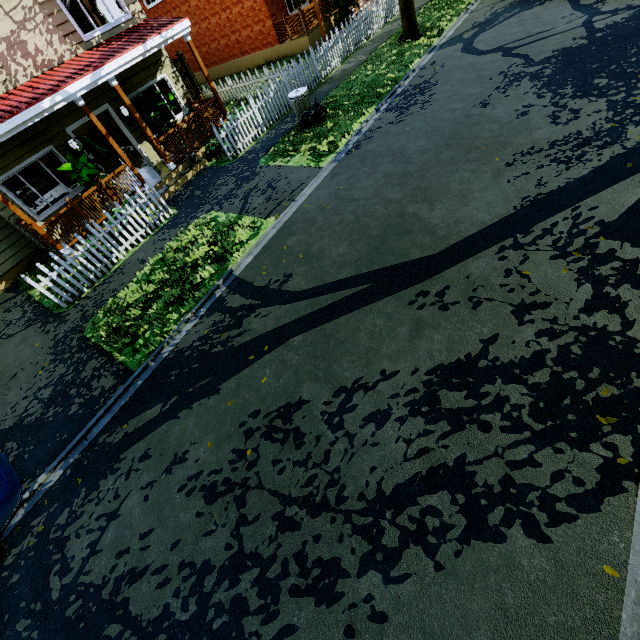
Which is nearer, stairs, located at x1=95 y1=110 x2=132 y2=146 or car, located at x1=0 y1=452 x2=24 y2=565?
car, located at x1=0 y1=452 x2=24 y2=565

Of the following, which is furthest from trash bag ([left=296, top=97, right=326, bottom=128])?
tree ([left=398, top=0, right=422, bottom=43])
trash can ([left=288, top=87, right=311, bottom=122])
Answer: tree ([left=398, top=0, right=422, bottom=43])

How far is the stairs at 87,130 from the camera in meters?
15.8

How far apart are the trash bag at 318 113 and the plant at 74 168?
6.01m

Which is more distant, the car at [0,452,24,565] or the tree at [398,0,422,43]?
the tree at [398,0,422,43]

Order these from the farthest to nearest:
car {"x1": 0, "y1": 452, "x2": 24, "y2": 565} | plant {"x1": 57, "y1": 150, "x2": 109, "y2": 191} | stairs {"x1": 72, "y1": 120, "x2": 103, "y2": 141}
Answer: stairs {"x1": 72, "y1": 120, "x2": 103, "y2": 141}, plant {"x1": 57, "y1": 150, "x2": 109, "y2": 191}, car {"x1": 0, "y1": 452, "x2": 24, "y2": 565}

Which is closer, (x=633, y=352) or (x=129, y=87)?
(x=633, y=352)

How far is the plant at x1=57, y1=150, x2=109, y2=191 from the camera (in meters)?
9.27
